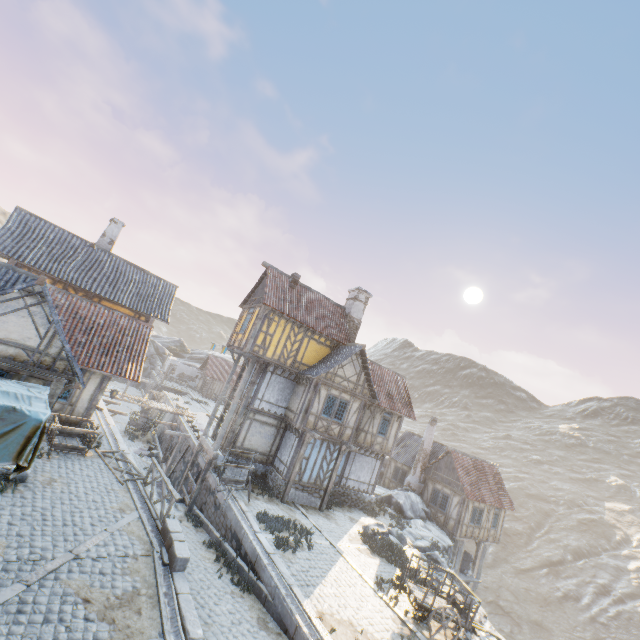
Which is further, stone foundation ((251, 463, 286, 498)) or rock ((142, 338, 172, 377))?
rock ((142, 338, 172, 377))

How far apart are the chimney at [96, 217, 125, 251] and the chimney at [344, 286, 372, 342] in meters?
16.9

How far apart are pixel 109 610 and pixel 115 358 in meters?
12.2 m

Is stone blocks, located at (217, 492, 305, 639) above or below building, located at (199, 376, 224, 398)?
below

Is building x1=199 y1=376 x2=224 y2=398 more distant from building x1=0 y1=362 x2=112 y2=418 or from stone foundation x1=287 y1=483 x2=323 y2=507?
building x1=0 y1=362 x2=112 y2=418

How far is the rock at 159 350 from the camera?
53.94m

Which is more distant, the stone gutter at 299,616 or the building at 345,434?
the building at 345,434

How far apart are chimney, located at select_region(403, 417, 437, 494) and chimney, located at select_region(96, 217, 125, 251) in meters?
29.6 m
